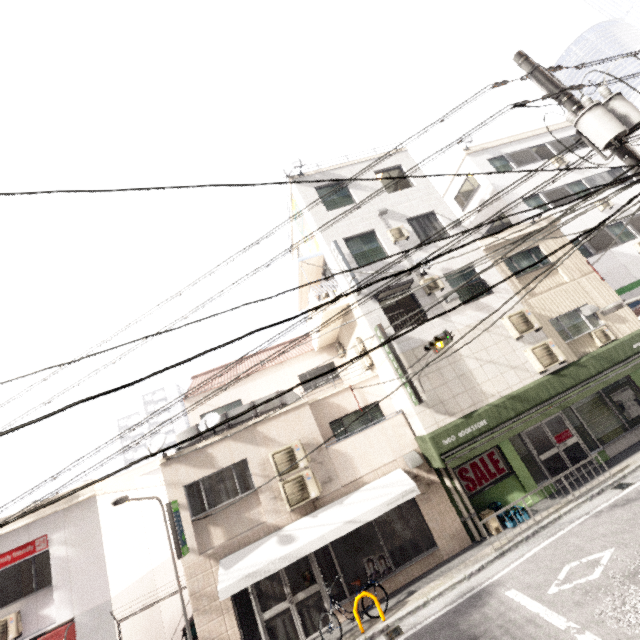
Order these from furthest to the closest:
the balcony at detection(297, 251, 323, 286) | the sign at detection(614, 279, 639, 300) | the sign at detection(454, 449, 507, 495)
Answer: the sign at detection(614, 279, 639, 300) → the balcony at detection(297, 251, 323, 286) → the sign at detection(454, 449, 507, 495)

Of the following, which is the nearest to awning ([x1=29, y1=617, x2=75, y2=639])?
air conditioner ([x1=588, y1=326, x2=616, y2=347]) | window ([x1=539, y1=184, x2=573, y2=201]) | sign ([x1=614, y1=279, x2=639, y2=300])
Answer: air conditioner ([x1=588, y1=326, x2=616, y2=347])

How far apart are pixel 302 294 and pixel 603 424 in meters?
13.1 m

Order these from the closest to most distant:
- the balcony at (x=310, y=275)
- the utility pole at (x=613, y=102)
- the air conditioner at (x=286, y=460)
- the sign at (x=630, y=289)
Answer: the utility pole at (x=613, y=102) → the air conditioner at (x=286, y=460) → the balcony at (x=310, y=275) → the sign at (x=630, y=289)

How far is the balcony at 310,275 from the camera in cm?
1348

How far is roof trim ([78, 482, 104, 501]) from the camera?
10.24m

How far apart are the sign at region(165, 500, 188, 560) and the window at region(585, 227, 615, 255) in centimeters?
1991cm

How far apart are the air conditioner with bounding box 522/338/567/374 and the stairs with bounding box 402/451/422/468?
5.2m
